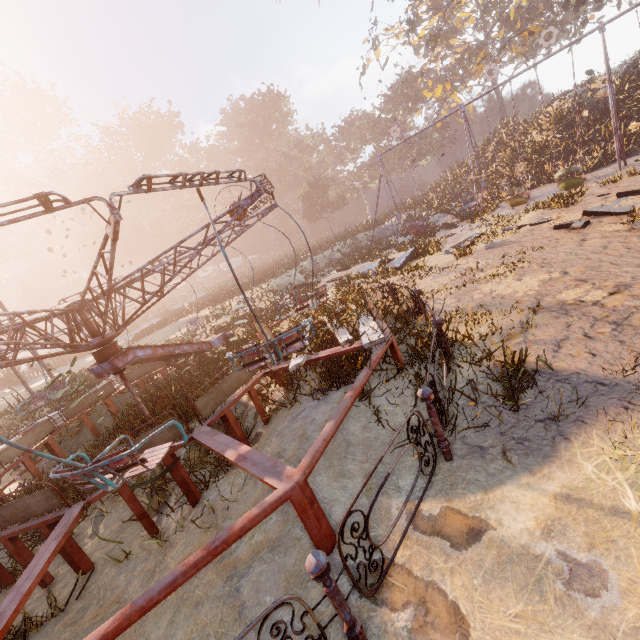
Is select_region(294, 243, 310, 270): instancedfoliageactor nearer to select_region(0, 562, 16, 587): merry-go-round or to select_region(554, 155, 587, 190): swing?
select_region(554, 155, 587, 190): swing

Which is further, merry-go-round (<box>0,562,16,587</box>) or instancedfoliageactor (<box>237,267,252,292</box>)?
instancedfoliageactor (<box>237,267,252,292</box>)

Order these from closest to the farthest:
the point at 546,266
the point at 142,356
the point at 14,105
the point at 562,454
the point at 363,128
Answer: the point at 562,454, the point at 546,266, the point at 142,356, the point at 14,105, the point at 363,128

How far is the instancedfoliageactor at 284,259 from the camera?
24.81m

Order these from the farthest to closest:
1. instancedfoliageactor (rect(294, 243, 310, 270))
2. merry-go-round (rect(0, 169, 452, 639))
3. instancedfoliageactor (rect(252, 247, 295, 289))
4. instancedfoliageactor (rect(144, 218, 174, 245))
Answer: instancedfoliageactor (rect(144, 218, 174, 245)), instancedfoliageactor (rect(294, 243, 310, 270)), instancedfoliageactor (rect(252, 247, 295, 289)), merry-go-round (rect(0, 169, 452, 639))

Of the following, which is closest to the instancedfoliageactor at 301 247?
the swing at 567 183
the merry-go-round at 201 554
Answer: the swing at 567 183
